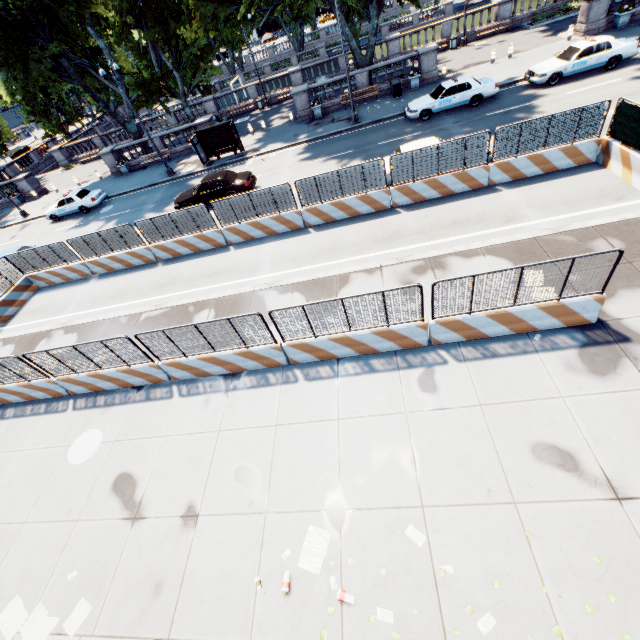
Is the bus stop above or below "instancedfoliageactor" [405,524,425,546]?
above

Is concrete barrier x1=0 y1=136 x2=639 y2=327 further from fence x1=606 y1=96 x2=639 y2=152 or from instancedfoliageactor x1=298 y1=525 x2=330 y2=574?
instancedfoliageactor x1=298 y1=525 x2=330 y2=574

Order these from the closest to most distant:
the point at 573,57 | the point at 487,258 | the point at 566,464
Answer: Result: the point at 566,464 < the point at 487,258 < the point at 573,57

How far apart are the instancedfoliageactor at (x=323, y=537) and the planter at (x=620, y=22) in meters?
35.0

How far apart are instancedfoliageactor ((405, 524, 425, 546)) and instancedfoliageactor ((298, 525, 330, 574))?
1.51m

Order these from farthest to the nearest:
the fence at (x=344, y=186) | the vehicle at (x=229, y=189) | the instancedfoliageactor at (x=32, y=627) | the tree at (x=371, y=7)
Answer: the tree at (x=371, y=7), the vehicle at (x=229, y=189), the fence at (x=344, y=186), the instancedfoliageactor at (x=32, y=627)

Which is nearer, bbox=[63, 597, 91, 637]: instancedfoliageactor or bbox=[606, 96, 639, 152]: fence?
bbox=[63, 597, 91, 637]: instancedfoliageactor

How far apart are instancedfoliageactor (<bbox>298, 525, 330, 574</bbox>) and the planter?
35.0m
